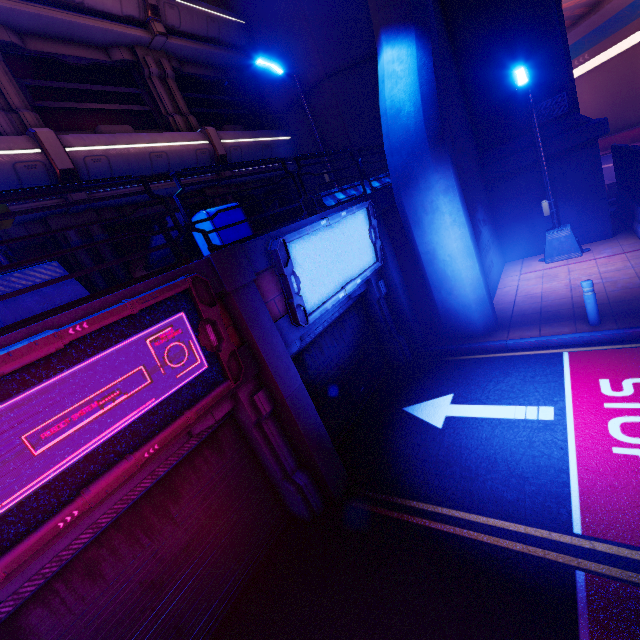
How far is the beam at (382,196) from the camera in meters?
8.9 m

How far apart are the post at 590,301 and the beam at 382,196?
5.0m

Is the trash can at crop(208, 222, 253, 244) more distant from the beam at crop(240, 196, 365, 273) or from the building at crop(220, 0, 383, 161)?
the building at crop(220, 0, 383, 161)

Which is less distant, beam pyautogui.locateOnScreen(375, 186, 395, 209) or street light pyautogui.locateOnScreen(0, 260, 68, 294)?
street light pyautogui.locateOnScreen(0, 260, 68, 294)

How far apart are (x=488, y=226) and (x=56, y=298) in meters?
12.8 m

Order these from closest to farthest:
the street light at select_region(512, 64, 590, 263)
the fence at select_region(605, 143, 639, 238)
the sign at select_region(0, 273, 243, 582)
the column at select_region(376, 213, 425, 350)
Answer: the sign at select_region(0, 273, 243, 582) < the column at select_region(376, 213, 425, 350) < the street light at select_region(512, 64, 590, 263) < the fence at select_region(605, 143, 639, 238)

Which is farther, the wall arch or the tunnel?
the tunnel

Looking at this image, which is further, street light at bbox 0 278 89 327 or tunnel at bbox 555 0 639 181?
tunnel at bbox 555 0 639 181
